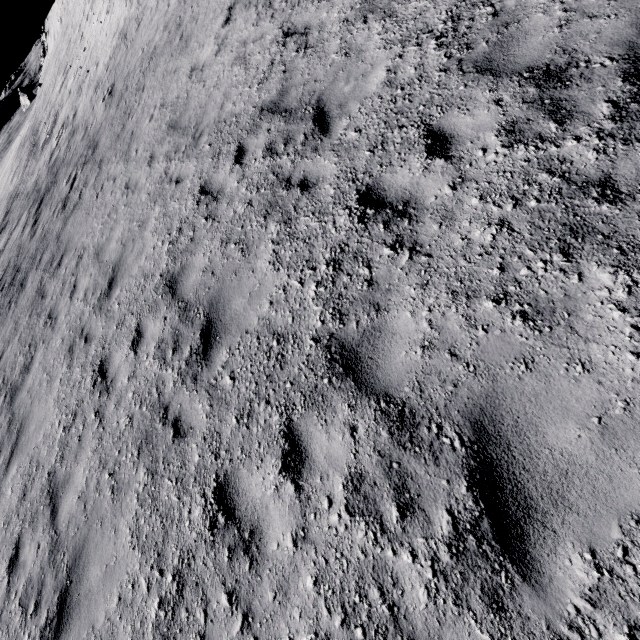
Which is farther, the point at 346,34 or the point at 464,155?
the point at 346,34
